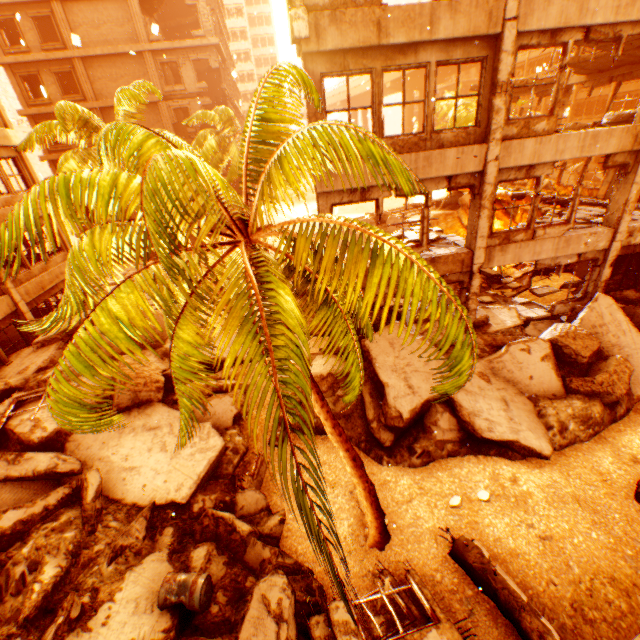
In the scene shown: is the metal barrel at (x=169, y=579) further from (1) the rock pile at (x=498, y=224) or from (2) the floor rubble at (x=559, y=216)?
(1) the rock pile at (x=498, y=224)

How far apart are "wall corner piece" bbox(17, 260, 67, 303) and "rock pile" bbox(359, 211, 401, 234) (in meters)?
19.73

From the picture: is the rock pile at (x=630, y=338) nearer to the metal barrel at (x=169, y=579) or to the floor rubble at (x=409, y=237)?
the metal barrel at (x=169, y=579)

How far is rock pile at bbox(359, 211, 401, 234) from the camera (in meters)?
24.70

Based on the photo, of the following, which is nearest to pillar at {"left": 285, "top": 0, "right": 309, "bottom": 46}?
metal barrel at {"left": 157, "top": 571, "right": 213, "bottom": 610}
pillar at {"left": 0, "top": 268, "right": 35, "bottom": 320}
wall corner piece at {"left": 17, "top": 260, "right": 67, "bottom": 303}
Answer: metal barrel at {"left": 157, "top": 571, "right": 213, "bottom": 610}

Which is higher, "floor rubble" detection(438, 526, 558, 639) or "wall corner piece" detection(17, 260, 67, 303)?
"wall corner piece" detection(17, 260, 67, 303)

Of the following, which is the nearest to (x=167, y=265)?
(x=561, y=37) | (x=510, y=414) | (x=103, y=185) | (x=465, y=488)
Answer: (x=103, y=185)

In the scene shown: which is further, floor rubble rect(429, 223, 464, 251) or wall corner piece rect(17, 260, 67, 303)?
wall corner piece rect(17, 260, 67, 303)
